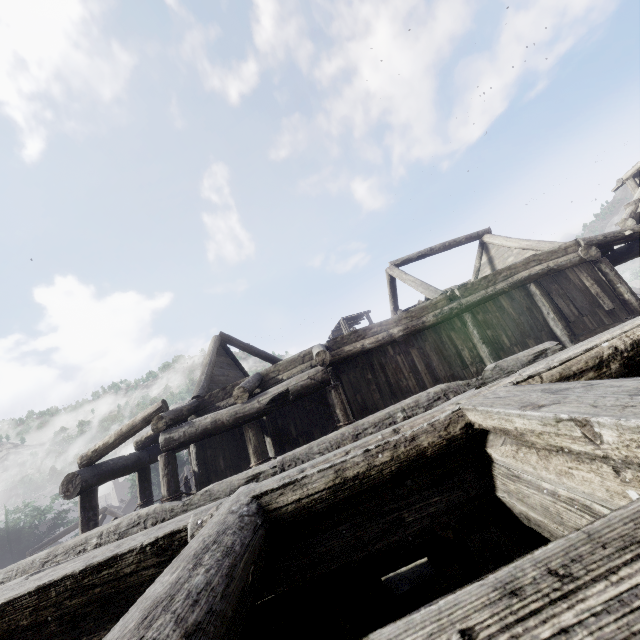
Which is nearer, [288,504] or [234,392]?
[288,504]
